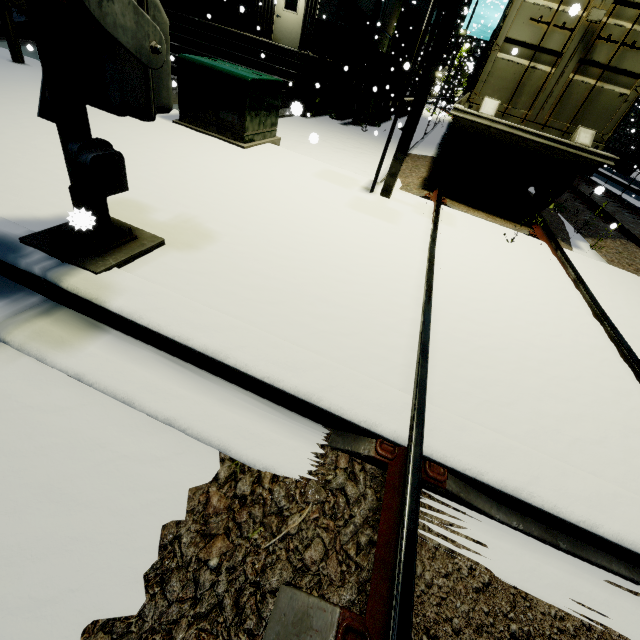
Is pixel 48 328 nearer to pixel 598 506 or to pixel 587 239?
pixel 598 506

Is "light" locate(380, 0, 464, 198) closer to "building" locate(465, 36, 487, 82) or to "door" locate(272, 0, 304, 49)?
"building" locate(465, 36, 487, 82)

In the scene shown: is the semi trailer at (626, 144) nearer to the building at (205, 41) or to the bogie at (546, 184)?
the building at (205, 41)

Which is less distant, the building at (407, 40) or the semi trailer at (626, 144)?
the semi trailer at (626, 144)

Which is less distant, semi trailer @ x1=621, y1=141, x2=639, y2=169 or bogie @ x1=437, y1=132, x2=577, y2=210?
bogie @ x1=437, y1=132, x2=577, y2=210

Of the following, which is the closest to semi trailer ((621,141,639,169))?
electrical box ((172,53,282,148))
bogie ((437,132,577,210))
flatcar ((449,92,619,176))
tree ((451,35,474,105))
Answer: tree ((451,35,474,105))

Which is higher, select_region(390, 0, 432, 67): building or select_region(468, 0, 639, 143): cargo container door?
select_region(390, 0, 432, 67): building

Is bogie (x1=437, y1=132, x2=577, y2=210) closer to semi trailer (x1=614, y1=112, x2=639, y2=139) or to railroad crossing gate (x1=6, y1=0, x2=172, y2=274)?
railroad crossing gate (x1=6, y1=0, x2=172, y2=274)
